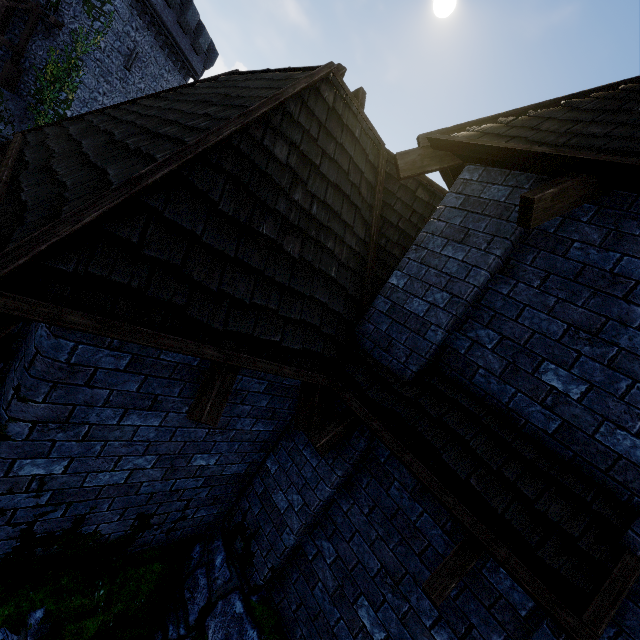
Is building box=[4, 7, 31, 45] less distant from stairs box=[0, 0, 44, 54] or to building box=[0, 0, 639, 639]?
stairs box=[0, 0, 44, 54]

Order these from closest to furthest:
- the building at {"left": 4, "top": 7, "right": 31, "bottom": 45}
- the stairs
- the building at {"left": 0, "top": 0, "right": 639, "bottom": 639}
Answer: the building at {"left": 0, "top": 0, "right": 639, "bottom": 639} < the stairs < the building at {"left": 4, "top": 7, "right": 31, "bottom": 45}

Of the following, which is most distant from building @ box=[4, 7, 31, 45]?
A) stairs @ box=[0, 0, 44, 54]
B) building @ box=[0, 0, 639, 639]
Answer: building @ box=[0, 0, 639, 639]

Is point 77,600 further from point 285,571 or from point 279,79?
point 279,79

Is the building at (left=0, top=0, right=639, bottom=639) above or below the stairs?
below

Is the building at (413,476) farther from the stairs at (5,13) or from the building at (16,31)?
the building at (16,31)

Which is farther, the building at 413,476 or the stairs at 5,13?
the stairs at 5,13
